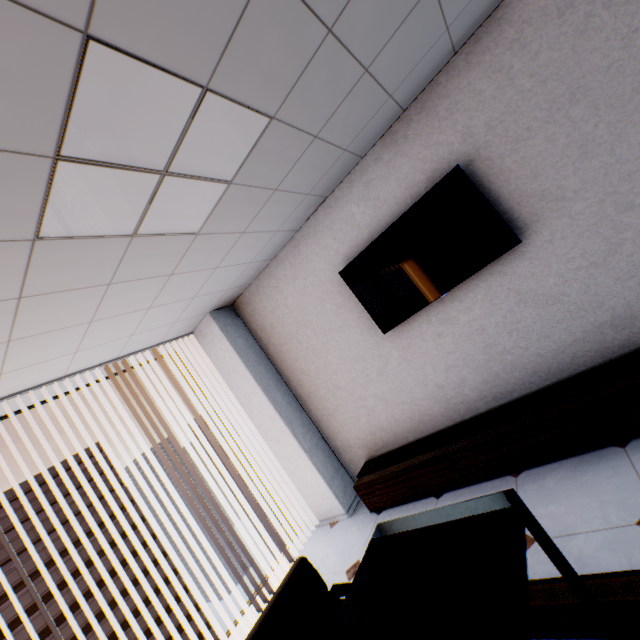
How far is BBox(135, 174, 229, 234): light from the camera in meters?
1.9

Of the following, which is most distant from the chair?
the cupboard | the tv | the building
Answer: the building

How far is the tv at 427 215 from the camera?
2.63m

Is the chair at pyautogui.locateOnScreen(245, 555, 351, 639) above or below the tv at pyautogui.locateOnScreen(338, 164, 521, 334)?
below

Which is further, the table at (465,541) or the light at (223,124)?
the light at (223,124)

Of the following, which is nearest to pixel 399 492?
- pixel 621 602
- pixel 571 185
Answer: pixel 621 602

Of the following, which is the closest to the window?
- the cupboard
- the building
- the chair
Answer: the cupboard

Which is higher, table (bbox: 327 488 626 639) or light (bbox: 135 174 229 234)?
light (bbox: 135 174 229 234)
